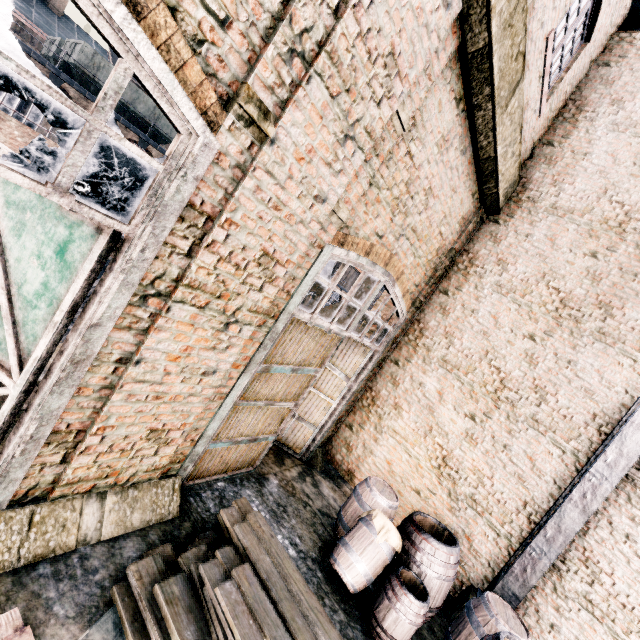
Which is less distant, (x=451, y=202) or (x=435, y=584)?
(x=435, y=584)

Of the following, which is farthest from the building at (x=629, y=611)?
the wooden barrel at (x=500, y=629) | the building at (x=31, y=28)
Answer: the building at (x=31, y=28)

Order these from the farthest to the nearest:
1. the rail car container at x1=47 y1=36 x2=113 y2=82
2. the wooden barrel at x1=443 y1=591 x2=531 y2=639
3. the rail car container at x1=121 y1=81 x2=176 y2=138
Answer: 1. the rail car container at x1=121 y1=81 x2=176 y2=138
2. the rail car container at x1=47 y1=36 x2=113 y2=82
3. the wooden barrel at x1=443 y1=591 x2=531 y2=639

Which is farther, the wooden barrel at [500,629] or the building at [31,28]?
the building at [31,28]

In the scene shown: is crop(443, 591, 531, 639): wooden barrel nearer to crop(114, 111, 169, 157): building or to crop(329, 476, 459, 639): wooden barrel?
crop(329, 476, 459, 639): wooden barrel

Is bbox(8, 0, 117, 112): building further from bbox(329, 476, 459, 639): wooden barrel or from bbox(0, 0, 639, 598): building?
bbox(329, 476, 459, 639): wooden barrel

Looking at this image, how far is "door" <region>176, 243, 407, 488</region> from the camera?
5.1 meters

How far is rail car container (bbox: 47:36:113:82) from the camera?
22.08m
